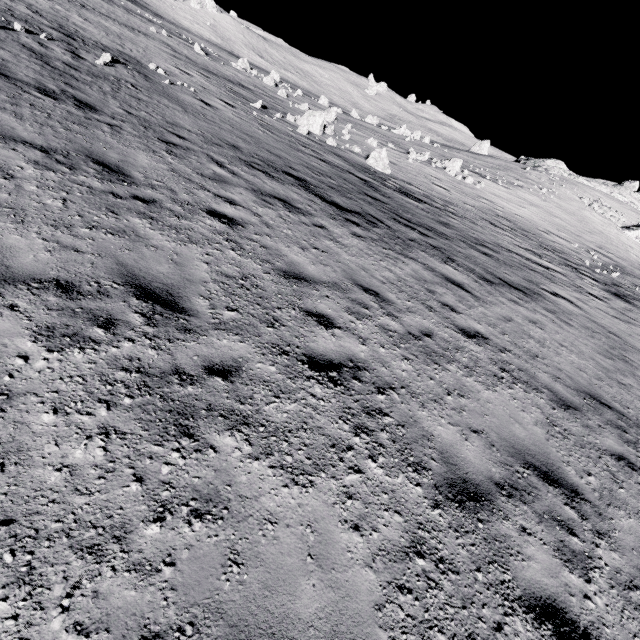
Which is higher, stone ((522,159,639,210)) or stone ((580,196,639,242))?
stone ((522,159,639,210))

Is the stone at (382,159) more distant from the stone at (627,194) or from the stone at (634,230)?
the stone at (627,194)

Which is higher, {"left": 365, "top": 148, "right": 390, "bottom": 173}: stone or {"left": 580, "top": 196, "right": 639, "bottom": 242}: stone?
{"left": 580, "top": 196, "right": 639, "bottom": 242}: stone

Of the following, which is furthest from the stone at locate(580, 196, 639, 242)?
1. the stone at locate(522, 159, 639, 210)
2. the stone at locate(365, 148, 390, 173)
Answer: the stone at locate(365, 148, 390, 173)

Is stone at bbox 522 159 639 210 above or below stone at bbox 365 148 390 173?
above

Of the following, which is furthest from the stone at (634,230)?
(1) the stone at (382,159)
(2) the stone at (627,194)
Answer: (1) the stone at (382,159)

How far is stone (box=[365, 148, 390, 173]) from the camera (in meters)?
20.98

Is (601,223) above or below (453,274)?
above
